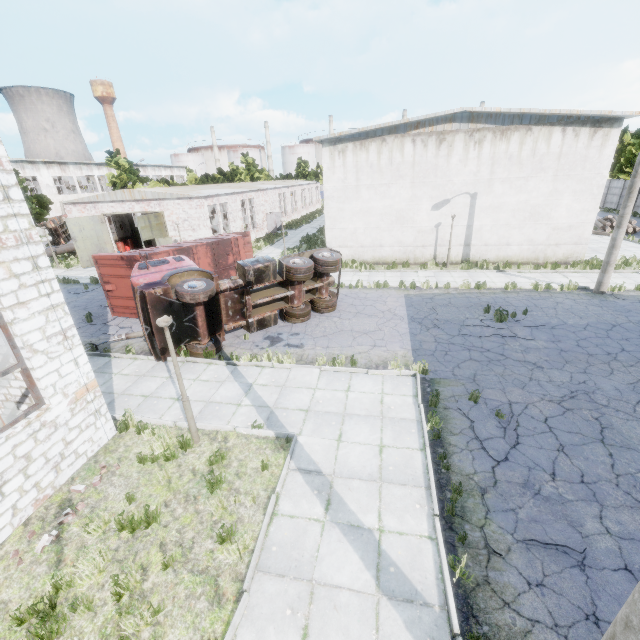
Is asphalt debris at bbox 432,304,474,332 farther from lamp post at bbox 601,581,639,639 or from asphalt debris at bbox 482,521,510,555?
lamp post at bbox 601,581,639,639

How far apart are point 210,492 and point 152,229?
23.4 meters

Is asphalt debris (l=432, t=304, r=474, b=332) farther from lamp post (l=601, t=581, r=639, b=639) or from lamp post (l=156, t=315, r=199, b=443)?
lamp post (l=601, t=581, r=639, b=639)

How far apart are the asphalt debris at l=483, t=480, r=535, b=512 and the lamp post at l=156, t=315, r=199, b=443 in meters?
5.7 m

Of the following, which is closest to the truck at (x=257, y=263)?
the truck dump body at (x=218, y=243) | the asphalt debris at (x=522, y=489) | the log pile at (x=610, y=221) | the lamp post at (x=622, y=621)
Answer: the truck dump body at (x=218, y=243)

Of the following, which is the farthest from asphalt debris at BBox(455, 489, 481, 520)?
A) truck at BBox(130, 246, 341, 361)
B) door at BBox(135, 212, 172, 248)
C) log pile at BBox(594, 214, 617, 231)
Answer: log pile at BBox(594, 214, 617, 231)

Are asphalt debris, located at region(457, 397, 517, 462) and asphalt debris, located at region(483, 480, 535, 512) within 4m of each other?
yes

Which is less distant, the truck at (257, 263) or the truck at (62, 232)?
the truck at (257, 263)
